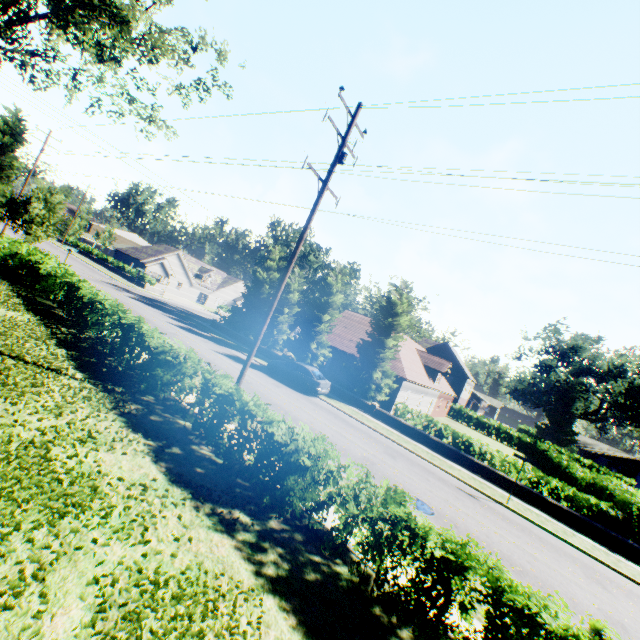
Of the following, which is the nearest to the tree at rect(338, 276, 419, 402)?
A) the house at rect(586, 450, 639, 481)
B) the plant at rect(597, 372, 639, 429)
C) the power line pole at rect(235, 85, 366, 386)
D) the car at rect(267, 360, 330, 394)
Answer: the plant at rect(597, 372, 639, 429)

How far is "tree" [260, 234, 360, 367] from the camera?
28.55m

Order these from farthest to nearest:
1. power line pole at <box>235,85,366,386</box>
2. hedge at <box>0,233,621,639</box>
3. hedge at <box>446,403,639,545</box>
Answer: hedge at <box>446,403,639,545</box> < power line pole at <box>235,85,366,386</box> < hedge at <box>0,233,621,639</box>

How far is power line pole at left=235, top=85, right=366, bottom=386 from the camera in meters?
→ 10.8

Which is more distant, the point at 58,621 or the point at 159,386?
the point at 159,386

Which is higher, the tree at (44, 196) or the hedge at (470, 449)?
the tree at (44, 196)

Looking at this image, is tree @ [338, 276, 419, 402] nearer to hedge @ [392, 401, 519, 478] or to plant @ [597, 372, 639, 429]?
hedge @ [392, 401, 519, 478]

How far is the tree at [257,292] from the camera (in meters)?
33.03
